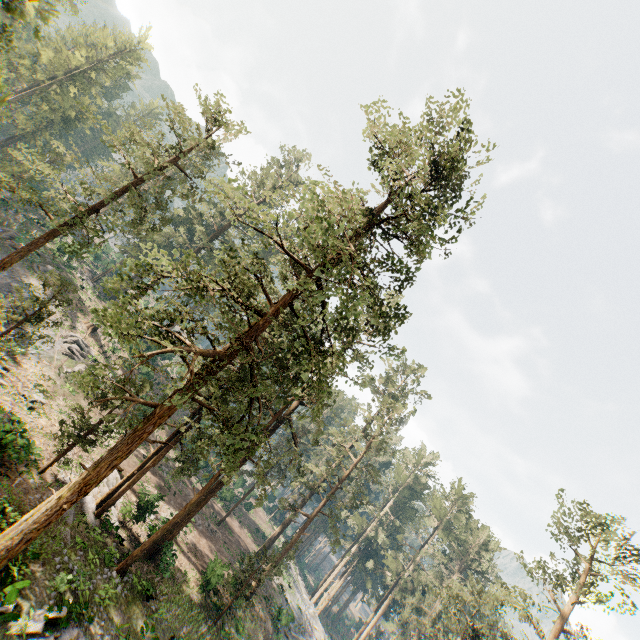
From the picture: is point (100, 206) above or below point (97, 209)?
above

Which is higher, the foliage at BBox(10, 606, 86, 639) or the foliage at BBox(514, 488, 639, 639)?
the foliage at BBox(514, 488, 639, 639)

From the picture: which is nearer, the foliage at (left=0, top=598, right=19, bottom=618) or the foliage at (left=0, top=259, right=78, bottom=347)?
the foliage at (left=0, top=598, right=19, bottom=618)

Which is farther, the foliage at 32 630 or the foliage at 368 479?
the foliage at 368 479

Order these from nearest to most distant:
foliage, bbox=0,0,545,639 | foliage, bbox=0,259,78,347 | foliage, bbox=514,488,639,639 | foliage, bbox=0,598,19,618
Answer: foliage, bbox=0,598,19,618 → foliage, bbox=0,0,545,639 → foliage, bbox=0,259,78,347 → foliage, bbox=514,488,639,639

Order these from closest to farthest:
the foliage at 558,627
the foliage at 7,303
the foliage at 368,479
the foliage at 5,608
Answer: the foliage at 5,608 → the foliage at 368,479 → the foliage at 7,303 → the foliage at 558,627
